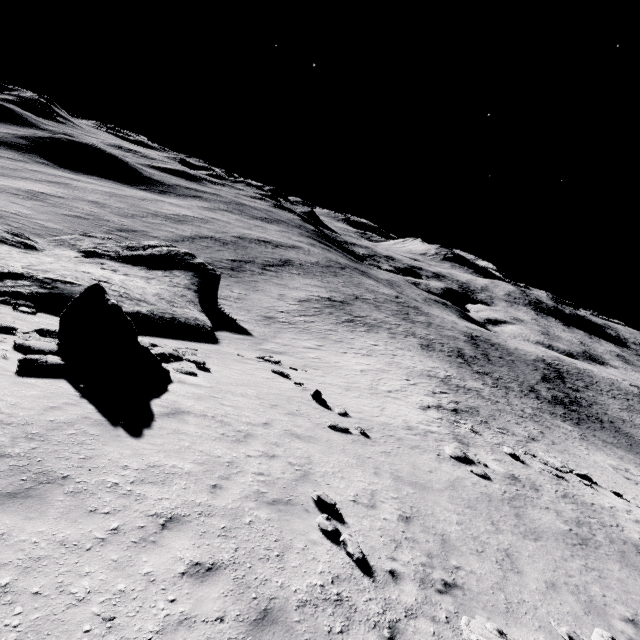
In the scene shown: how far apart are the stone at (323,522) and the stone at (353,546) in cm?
19

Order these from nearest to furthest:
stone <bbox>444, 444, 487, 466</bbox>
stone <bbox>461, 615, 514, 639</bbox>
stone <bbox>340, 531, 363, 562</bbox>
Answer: stone <bbox>461, 615, 514, 639</bbox> → stone <bbox>340, 531, 363, 562</bbox> → stone <bbox>444, 444, 487, 466</bbox>

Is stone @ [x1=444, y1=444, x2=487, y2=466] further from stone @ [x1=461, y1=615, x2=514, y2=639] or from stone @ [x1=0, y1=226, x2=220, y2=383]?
stone @ [x1=0, y1=226, x2=220, y2=383]

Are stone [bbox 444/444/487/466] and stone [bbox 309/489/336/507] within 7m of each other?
no

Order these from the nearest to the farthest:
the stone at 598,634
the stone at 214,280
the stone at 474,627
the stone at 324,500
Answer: the stone at 474,627, the stone at 598,634, the stone at 324,500, the stone at 214,280

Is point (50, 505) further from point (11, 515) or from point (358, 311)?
point (358, 311)

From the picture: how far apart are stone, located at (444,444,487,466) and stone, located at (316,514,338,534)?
10.3 meters

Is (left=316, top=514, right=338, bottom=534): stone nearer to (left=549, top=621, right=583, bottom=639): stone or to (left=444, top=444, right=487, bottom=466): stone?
(left=549, top=621, right=583, bottom=639): stone
